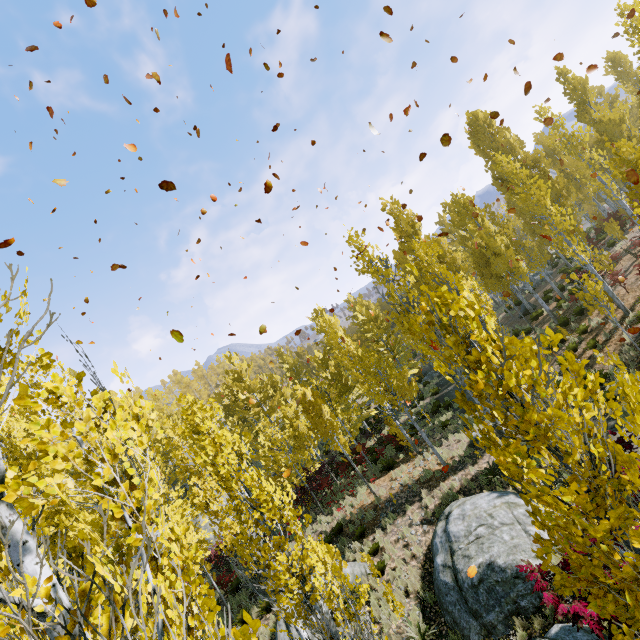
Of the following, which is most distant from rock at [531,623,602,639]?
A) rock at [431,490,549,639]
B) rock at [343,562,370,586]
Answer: rock at [343,562,370,586]

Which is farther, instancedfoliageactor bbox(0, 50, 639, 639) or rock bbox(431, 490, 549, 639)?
rock bbox(431, 490, 549, 639)

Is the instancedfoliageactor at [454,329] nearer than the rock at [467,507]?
Yes

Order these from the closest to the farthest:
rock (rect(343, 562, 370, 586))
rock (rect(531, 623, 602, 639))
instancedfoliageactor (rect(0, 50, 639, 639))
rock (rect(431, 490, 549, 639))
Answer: instancedfoliageactor (rect(0, 50, 639, 639)) < rock (rect(531, 623, 602, 639)) < rock (rect(431, 490, 549, 639)) < rock (rect(343, 562, 370, 586))

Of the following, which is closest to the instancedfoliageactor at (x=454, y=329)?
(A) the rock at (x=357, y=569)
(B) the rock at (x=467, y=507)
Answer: (A) the rock at (x=357, y=569)

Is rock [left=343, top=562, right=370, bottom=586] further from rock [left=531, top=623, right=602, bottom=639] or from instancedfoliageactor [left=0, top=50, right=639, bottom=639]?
rock [left=531, top=623, right=602, bottom=639]

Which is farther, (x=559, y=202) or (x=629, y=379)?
(x=559, y=202)

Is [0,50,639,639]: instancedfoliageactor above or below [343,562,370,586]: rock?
above
